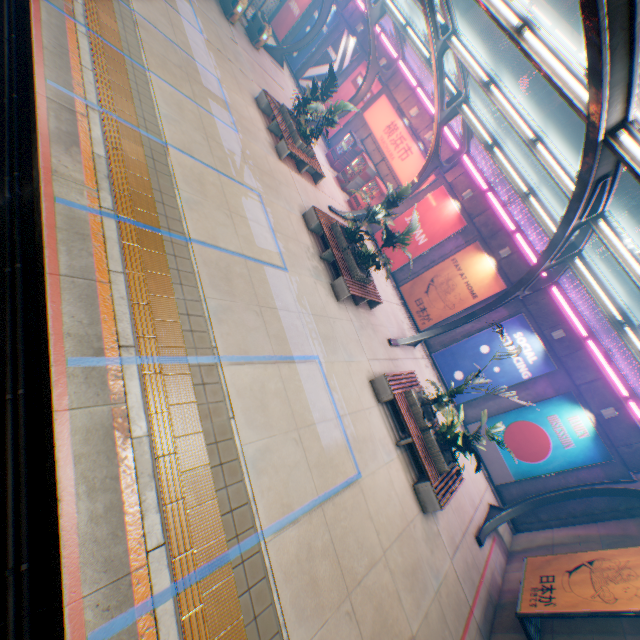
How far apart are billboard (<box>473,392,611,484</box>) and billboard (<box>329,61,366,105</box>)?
18.7m

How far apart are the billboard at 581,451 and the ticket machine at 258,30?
23.8 meters

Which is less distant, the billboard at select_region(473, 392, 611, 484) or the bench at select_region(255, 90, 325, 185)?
the billboard at select_region(473, 392, 611, 484)

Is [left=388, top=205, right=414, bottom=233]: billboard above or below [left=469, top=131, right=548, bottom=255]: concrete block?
below

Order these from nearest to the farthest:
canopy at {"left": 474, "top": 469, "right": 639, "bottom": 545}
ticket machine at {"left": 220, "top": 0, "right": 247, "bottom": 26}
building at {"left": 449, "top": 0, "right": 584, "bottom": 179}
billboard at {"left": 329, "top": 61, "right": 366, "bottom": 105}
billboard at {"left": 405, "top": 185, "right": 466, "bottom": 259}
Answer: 1. canopy at {"left": 474, "top": 469, "right": 639, "bottom": 545}
2. billboard at {"left": 405, "top": 185, "right": 466, "bottom": 259}
3. ticket machine at {"left": 220, "top": 0, "right": 247, "bottom": 26}
4. billboard at {"left": 329, "top": 61, "right": 366, "bottom": 105}
5. building at {"left": 449, "top": 0, "right": 584, "bottom": 179}

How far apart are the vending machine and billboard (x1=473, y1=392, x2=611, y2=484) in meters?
12.2 m

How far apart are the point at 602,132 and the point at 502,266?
10.97m

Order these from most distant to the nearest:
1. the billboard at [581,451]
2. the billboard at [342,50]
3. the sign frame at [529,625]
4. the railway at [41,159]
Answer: the billboard at [342,50] → the billboard at [581,451] → the sign frame at [529,625] → the railway at [41,159]
